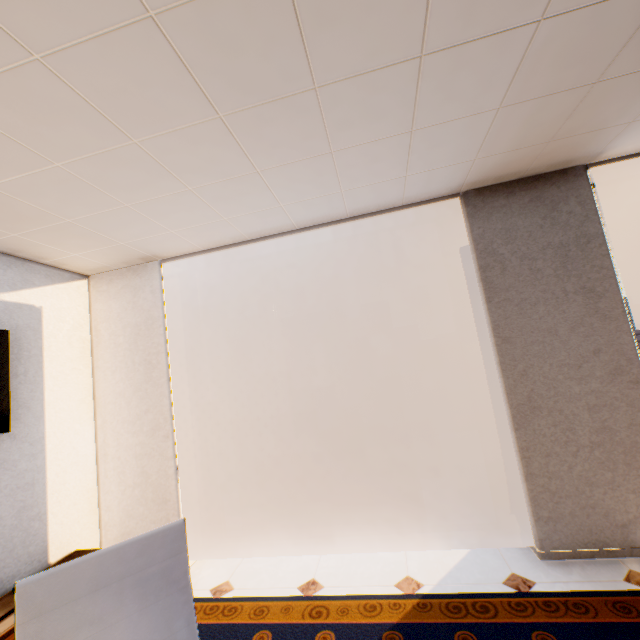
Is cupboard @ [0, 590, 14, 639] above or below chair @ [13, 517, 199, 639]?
below

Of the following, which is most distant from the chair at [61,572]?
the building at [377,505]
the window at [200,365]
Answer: the building at [377,505]

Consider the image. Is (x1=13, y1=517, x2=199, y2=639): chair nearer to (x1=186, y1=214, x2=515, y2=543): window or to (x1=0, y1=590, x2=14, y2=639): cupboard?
(x1=0, y1=590, x2=14, y2=639): cupboard

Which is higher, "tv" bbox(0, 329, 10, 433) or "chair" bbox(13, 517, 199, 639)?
"tv" bbox(0, 329, 10, 433)

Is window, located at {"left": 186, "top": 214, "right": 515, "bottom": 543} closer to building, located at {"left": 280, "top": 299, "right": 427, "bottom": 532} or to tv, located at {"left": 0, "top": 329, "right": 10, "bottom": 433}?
tv, located at {"left": 0, "top": 329, "right": 10, "bottom": 433}

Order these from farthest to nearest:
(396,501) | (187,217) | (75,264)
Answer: (396,501) → (75,264) → (187,217)

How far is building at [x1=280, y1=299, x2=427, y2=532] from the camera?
55.5 meters

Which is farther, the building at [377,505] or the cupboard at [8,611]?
the building at [377,505]
